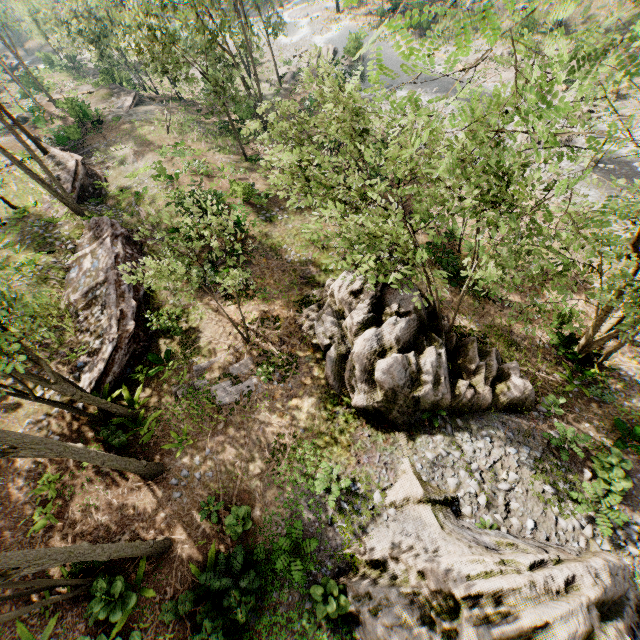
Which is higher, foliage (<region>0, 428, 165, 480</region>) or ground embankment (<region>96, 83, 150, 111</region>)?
foliage (<region>0, 428, 165, 480</region>)

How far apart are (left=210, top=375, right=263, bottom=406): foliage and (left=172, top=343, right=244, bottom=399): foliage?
0.1m

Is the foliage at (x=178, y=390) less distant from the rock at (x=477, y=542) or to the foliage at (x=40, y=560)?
the foliage at (x=40, y=560)

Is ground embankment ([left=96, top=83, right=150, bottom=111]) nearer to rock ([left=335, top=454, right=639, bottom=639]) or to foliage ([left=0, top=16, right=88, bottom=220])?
foliage ([left=0, top=16, right=88, bottom=220])

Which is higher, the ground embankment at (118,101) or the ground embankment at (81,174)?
the ground embankment at (81,174)

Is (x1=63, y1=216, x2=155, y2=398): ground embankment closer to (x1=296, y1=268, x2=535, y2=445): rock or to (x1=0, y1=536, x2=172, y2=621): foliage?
(x1=0, y1=536, x2=172, y2=621): foliage

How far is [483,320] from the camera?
16.97m

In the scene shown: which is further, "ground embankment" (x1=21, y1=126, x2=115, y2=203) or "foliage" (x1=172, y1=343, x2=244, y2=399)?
"ground embankment" (x1=21, y1=126, x2=115, y2=203)
